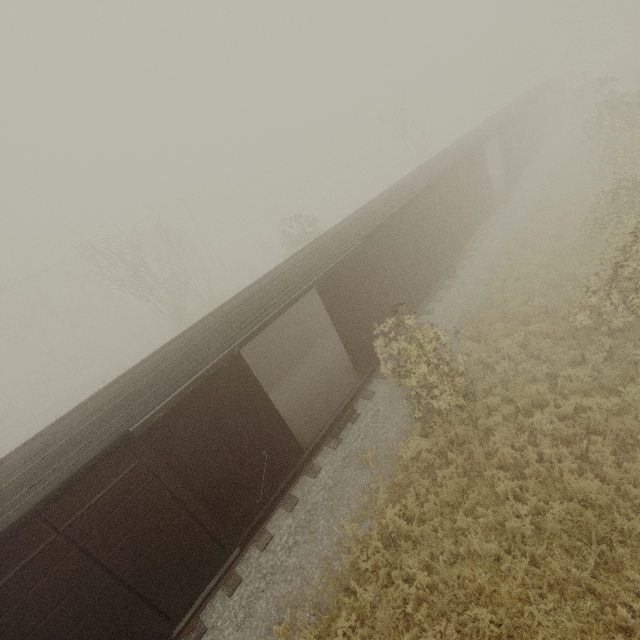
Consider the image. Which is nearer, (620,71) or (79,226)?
(79,226)
